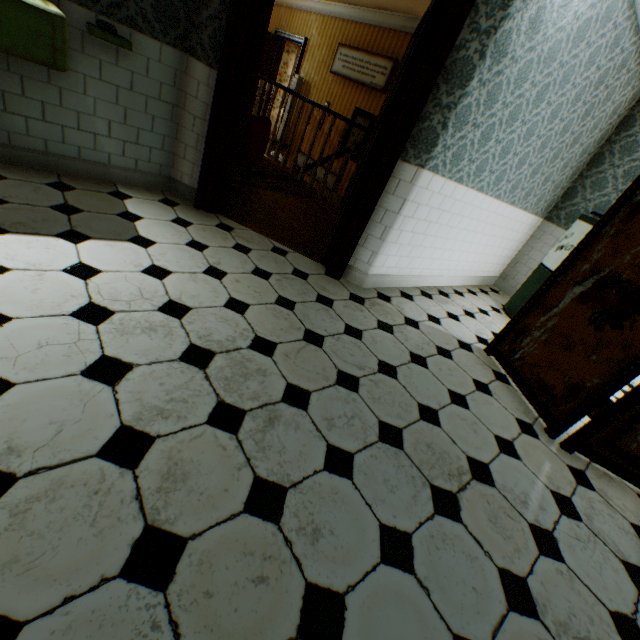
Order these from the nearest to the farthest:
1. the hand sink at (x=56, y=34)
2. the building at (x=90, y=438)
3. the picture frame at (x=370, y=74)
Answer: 1. the building at (x=90, y=438)
2. the hand sink at (x=56, y=34)
3. the picture frame at (x=370, y=74)

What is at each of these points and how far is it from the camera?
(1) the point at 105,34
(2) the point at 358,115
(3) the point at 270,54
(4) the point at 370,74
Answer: (1) soap dish, 2.2 meters
(2) picture frame, 7.3 meters
(3) childactor, 9.2 meters
(4) picture frame, 6.9 meters

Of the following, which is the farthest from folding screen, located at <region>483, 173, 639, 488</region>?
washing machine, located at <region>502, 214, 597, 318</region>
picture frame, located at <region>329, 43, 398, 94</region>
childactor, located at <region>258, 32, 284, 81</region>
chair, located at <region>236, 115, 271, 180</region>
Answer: childactor, located at <region>258, 32, 284, 81</region>

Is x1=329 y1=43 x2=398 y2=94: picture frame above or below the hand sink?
above

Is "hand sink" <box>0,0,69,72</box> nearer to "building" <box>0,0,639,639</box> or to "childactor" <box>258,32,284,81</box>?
"building" <box>0,0,639,639</box>

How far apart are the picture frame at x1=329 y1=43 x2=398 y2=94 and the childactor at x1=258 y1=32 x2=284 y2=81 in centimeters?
277cm

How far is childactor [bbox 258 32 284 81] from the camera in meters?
9.0

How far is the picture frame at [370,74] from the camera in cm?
656
